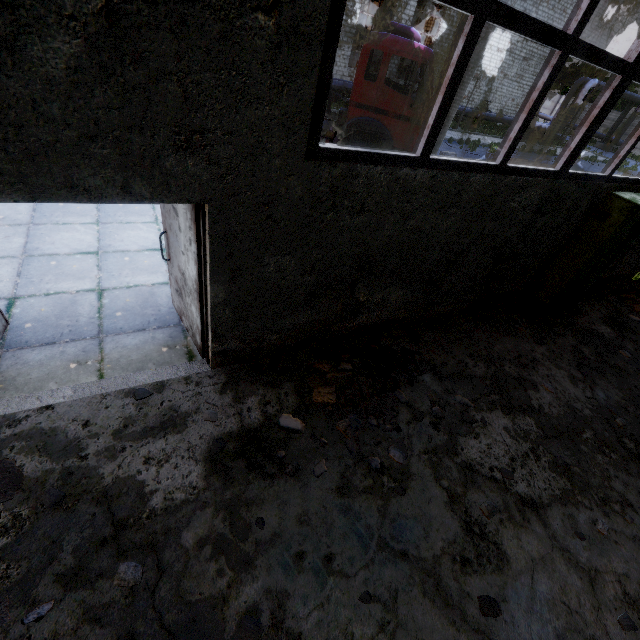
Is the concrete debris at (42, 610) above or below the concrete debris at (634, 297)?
below

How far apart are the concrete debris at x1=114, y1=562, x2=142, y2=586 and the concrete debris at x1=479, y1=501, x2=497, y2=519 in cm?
336

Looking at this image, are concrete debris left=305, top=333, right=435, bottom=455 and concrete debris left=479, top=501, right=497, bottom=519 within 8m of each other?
yes

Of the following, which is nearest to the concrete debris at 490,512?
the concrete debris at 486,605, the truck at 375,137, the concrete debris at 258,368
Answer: the concrete debris at 486,605

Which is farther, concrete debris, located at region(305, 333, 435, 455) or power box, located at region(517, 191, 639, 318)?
power box, located at region(517, 191, 639, 318)

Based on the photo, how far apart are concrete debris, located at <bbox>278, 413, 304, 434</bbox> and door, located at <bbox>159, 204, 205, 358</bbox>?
1.3m

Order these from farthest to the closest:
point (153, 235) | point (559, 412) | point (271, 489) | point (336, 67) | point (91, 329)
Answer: point (336, 67), point (153, 235), point (559, 412), point (91, 329), point (271, 489)

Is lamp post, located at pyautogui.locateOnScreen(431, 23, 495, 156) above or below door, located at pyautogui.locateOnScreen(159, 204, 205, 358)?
above
